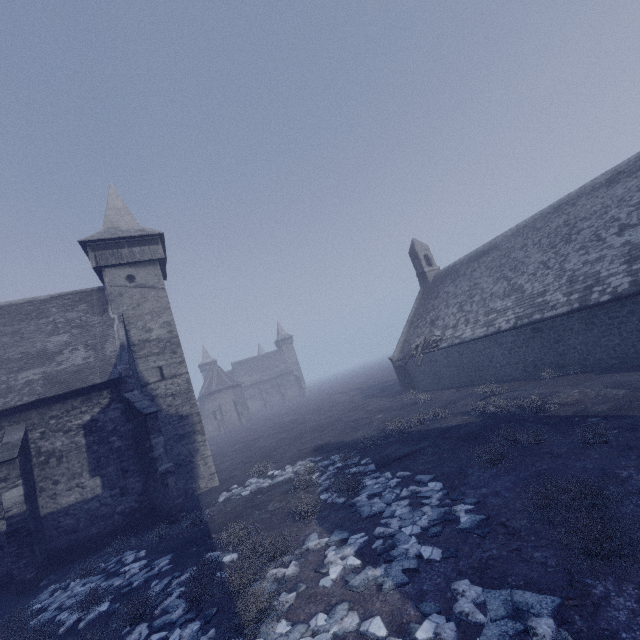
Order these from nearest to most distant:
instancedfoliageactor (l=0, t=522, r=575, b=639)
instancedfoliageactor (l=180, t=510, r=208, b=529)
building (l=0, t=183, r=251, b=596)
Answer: instancedfoliageactor (l=0, t=522, r=575, b=639) → instancedfoliageactor (l=180, t=510, r=208, b=529) → building (l=0, t=183, r=251, b=596)

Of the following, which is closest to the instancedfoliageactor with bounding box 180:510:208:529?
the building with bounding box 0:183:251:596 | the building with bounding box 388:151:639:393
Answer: the building with bounding box 0:183:251:596

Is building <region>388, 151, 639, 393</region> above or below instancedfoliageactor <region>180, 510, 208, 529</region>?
above

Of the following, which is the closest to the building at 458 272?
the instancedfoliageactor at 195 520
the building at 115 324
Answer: the instancedfoliageactor at 195 520

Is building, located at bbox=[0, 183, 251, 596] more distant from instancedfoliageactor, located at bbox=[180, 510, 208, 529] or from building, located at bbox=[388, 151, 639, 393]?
building, located at bbox=[388, 151, 639, 393]

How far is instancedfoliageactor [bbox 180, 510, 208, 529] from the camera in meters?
12.0

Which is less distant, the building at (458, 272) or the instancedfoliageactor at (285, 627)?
the instancedfoliageactor at (285, 627)

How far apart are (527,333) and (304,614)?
16.49m
